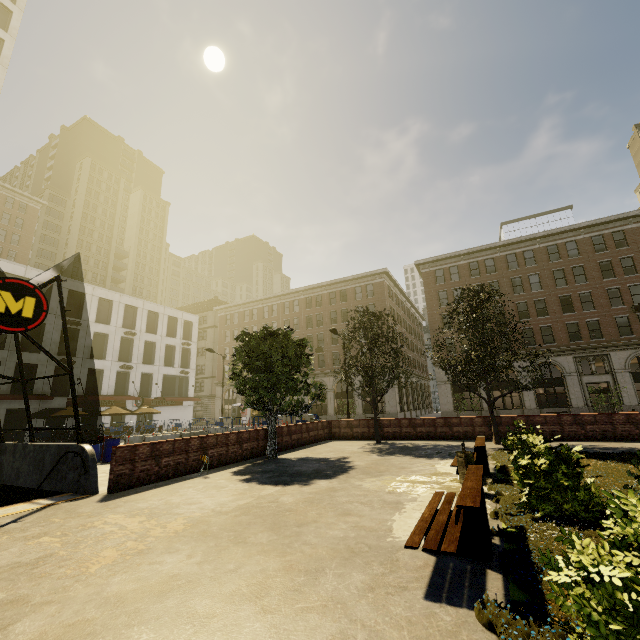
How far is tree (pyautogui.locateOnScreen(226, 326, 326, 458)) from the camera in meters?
13.7 m

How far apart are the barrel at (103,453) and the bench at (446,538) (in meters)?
15.14

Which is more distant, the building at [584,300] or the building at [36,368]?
the building at [584,300]

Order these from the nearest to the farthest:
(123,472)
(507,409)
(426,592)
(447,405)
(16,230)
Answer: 1. (426,592)
2. (123,472)
3. (507,409)
4. (447,405)
5. (16,230)

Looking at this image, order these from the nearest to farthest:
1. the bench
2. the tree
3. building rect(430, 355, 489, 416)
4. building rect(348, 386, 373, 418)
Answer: the bench
the tree
building rect(430, 355, 489, 416)
building rect(348, 386, 373, 418)

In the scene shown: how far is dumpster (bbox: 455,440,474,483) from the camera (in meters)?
7.61

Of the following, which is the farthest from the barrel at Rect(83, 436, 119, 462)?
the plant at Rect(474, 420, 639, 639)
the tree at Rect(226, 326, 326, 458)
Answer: the plant at Rect(474, 420, 639, 639)

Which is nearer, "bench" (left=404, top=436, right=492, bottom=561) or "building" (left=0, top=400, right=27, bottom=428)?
"bench" (left=404, top=436, right=492, bottom=561)
